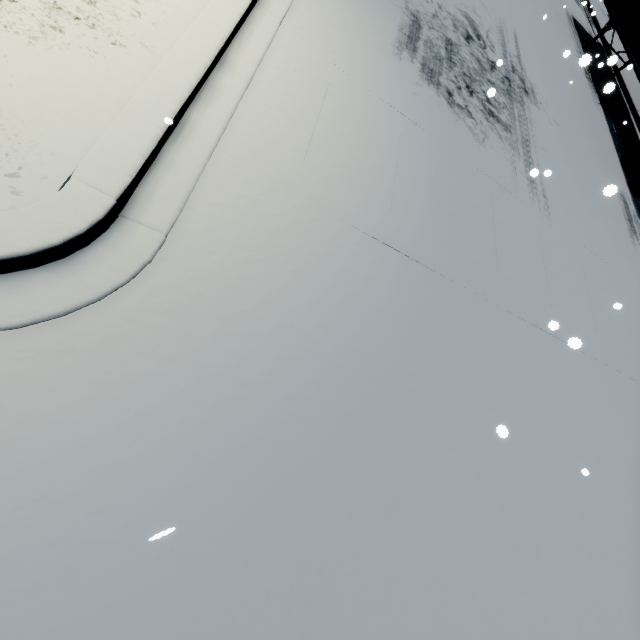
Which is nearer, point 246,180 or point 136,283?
point 136,283

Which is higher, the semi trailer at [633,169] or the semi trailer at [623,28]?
the semi trailer at [623,28]

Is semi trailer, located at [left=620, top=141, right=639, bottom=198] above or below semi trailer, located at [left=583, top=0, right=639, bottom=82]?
below

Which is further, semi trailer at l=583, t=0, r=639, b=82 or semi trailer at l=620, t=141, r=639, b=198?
semi trailer at l=583, t=0, r=639, b=82

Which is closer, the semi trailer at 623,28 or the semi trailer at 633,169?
the semi trailer at 633,169
